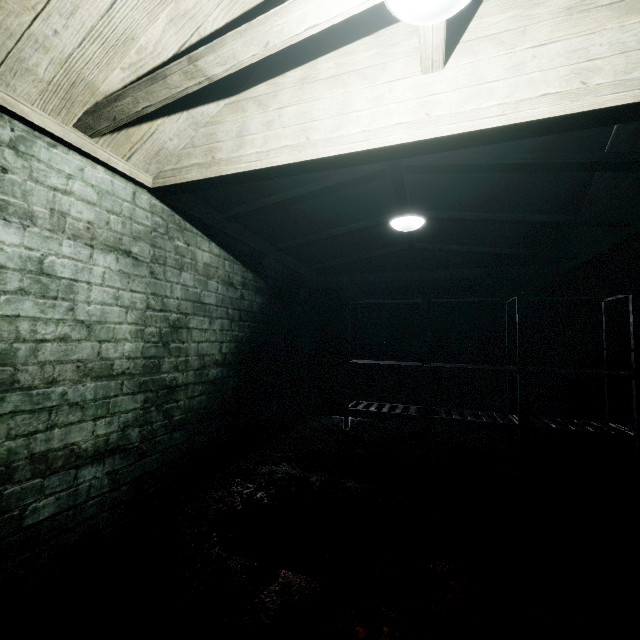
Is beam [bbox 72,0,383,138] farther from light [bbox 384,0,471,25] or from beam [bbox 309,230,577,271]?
beam [bbox 309,230,577,271]

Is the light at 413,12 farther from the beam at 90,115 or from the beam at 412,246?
the beam at 412,246

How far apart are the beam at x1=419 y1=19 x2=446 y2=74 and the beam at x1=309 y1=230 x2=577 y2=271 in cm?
186

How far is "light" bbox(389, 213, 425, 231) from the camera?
3.0m

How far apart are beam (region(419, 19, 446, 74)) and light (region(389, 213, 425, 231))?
1.58m

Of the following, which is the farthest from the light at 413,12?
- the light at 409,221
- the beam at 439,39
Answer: the light at 409,221

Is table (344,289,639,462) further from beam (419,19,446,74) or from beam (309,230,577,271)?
beam (419,19,446,74)

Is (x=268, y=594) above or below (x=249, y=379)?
below
